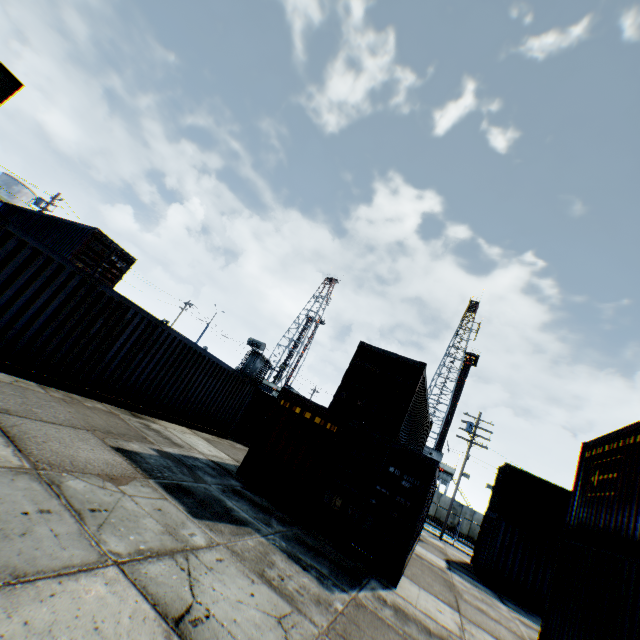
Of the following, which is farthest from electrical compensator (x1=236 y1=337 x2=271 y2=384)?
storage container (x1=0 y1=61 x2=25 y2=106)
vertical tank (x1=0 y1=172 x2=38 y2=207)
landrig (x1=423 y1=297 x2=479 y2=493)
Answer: vertical tank (x1=0 y1=172 x2=38 y2=207)

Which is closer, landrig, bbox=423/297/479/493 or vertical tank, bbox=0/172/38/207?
vertical tank, bbox=0/172/38/207

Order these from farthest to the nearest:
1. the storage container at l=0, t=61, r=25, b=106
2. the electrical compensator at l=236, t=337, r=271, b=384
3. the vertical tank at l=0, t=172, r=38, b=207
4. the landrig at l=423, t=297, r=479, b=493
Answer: the landrig at l=423, t=297, r=479, b=493, the vertical tank at l=0, t=172, r=38, b=207, the electrical compensator at l=236, t=337, r=271, b=384, the storage container at l=0, t=61, r=25, b=106

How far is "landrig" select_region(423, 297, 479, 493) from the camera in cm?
4325

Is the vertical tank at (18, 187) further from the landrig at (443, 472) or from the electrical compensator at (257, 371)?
the landrig at (443, 472)

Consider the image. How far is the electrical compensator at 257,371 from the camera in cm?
3044

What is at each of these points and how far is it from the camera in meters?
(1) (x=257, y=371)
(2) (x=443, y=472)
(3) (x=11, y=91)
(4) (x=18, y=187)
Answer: (1) electrical compensator, 31.5
(2) landrig, 43.3
(3) storage container, 1.8
(4) vertical tank, 41.3
